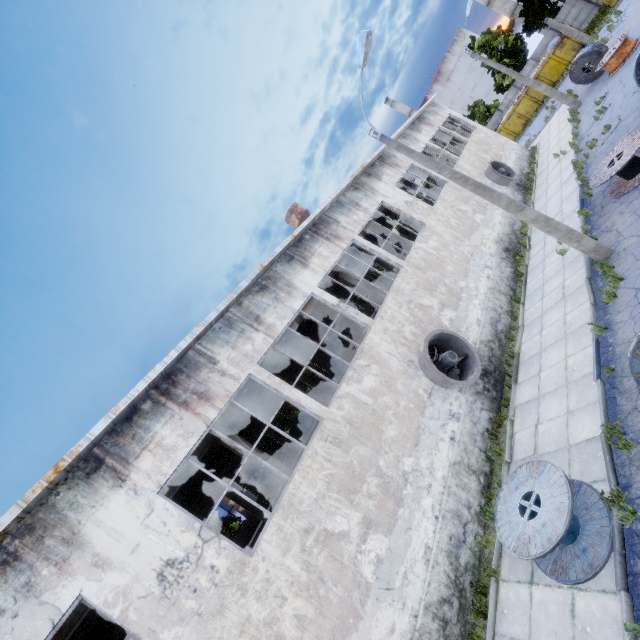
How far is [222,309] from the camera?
10.2 meters

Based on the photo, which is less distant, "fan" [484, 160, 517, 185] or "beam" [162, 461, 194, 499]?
"beam" [162, 461, 194, 499]

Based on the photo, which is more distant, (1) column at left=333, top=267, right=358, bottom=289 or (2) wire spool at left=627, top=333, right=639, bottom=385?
(1) column at left=333, top=267, right=358, bottom=289

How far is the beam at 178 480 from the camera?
9.9m

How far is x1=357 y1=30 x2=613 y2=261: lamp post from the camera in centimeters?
1001cm

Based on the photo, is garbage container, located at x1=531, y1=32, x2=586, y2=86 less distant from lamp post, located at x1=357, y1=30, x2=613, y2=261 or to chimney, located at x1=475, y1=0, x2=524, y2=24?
chimney, located at x1=475, y1=0, x2=524, y2=24

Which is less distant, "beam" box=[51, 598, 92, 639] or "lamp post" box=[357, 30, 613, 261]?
"beam" box=[51, 598, 92, 639]

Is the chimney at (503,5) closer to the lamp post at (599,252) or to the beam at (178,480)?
the beam at (178,480)
